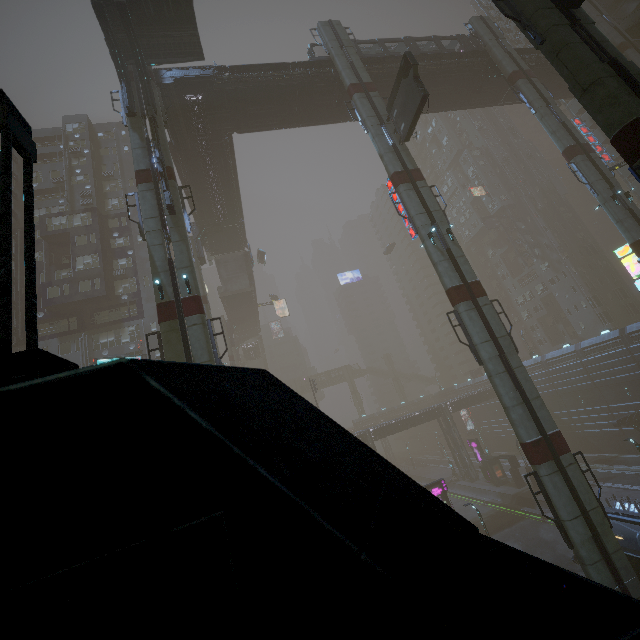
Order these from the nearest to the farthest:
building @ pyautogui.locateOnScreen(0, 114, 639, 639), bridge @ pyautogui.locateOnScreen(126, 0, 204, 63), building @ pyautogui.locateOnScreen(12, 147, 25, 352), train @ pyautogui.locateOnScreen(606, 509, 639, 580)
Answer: building @ pyautogui.locateOnScreen(0, 114, 639, 639)
train @ pyautogui.locateOnScreen(606, 509, 639, 580)
bridge @ pyautogui.locateOnScreen(126, 0, 204, 63)
building @ pyautogui.locateOnScreen(12, 147, 25, 352)

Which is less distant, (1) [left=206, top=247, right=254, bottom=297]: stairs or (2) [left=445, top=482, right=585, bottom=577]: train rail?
(2) [left=445, top=482, right=585, bottom=577]: train rail

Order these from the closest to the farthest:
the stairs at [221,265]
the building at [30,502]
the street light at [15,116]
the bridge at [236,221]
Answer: the building at [30,502] < the street light at [15,116] < the bridge at [236,221] < the stairs at [221,265]

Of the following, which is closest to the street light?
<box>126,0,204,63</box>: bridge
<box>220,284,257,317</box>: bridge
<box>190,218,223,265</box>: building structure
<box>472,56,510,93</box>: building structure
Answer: <box>126,0,204,63</box>: bridge

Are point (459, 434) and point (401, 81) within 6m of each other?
no

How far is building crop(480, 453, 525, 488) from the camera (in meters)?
40.06

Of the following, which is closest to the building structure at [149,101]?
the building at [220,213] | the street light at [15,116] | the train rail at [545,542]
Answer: the building at [220,213]

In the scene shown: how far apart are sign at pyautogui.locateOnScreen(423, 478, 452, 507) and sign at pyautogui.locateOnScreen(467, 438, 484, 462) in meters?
18.1 m
